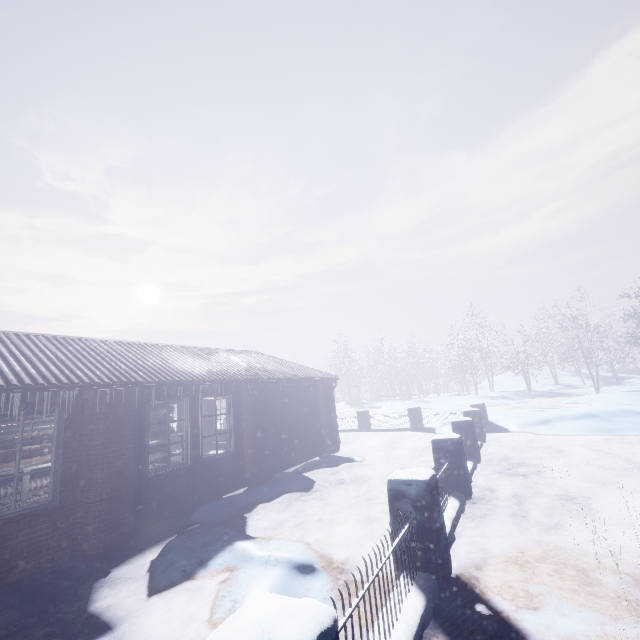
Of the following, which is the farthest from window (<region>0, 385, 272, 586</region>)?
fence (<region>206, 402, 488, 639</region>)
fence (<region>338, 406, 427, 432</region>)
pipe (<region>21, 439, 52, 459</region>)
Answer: fence (<region>338, 406, 427, 432</region>)

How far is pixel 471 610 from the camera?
2.6 meters

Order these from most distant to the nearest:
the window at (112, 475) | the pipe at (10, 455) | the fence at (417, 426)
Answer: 1. the fence at (417, 426)
2. the pipe at (10, 455)
3. the window at (112, 475)

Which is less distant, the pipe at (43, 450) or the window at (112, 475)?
the window at (112, 475)

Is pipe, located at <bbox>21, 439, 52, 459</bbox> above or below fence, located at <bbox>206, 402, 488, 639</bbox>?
above

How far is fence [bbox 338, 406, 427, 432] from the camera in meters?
12.7 m

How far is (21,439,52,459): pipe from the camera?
6.5 meters
